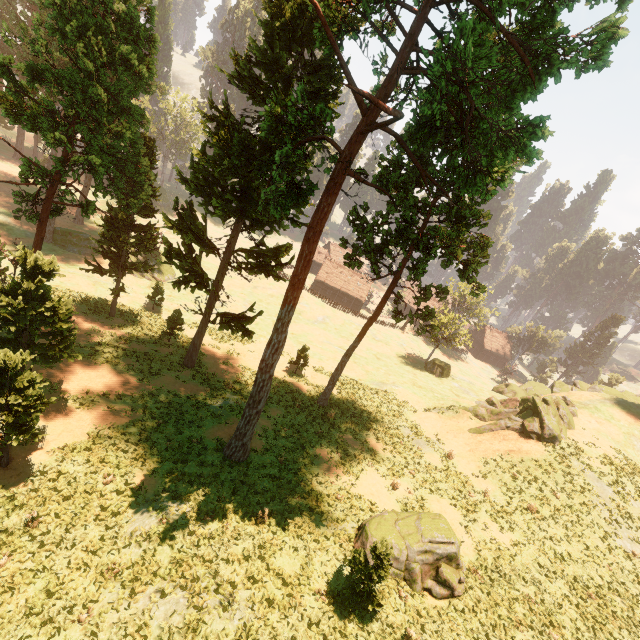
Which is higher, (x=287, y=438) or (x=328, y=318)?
(x=287, y=438)

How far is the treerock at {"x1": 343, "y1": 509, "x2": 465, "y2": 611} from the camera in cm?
1268

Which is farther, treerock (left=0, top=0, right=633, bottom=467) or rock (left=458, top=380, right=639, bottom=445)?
rock (left=458, top=380, right=639, bottom=445)

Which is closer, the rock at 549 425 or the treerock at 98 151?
the treerock at 98 151

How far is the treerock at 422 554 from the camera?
12.7 meters
